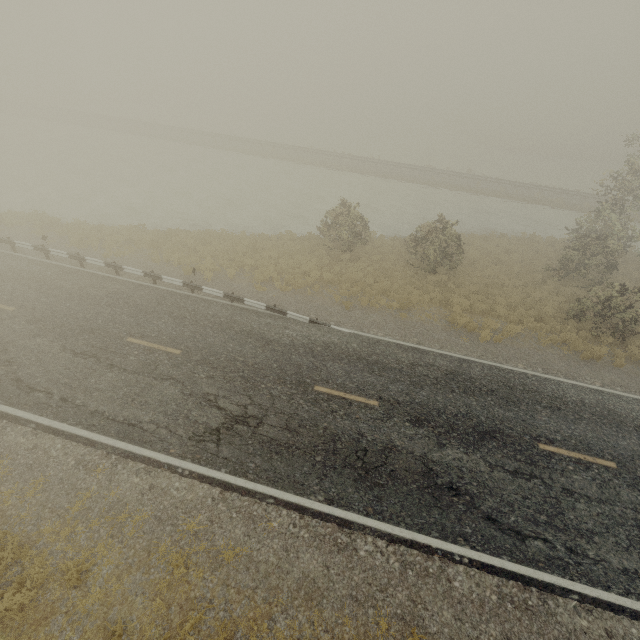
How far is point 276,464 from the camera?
9.02m
